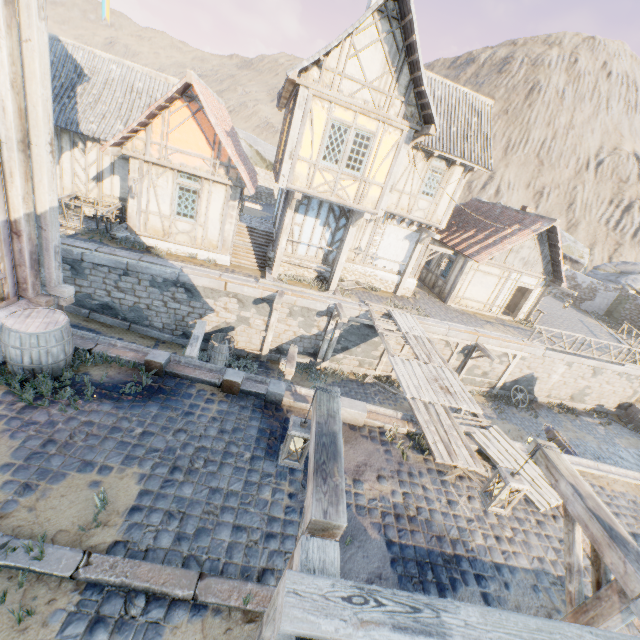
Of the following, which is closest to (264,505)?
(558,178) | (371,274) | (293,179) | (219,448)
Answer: (219,448)

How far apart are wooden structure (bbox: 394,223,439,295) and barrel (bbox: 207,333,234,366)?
9.20m

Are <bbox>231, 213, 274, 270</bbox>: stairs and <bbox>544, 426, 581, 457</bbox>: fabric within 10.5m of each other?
no

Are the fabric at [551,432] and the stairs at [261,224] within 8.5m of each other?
no

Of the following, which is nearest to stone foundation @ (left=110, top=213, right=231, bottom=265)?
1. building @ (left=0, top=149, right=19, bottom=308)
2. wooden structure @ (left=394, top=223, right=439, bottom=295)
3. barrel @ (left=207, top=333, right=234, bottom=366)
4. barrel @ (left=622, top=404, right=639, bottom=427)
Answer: barrel @ (left=207, top=333, right=234, bottom=366)

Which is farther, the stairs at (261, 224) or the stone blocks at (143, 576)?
the stairs at (261, 224)

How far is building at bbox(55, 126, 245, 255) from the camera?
12.42m

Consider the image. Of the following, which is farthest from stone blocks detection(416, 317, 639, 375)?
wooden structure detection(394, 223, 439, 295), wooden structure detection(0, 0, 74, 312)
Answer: wooden structure detection(0, 0, 74, 312)
